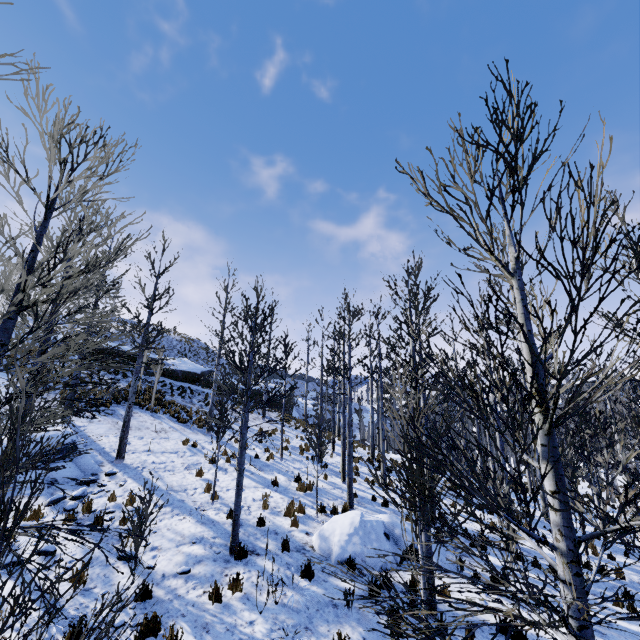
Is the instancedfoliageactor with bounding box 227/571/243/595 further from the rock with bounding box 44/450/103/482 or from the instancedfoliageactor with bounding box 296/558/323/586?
the instancedfoliageactor with bounding box 296/558/323/586

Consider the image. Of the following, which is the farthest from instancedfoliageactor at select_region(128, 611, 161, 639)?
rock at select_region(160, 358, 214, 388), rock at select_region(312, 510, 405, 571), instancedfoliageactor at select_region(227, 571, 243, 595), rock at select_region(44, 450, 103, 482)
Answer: rock at select_region(160, 358, 214, 388)

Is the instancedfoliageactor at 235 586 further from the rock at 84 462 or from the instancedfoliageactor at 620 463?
the instancedfoliageactor at 620 463

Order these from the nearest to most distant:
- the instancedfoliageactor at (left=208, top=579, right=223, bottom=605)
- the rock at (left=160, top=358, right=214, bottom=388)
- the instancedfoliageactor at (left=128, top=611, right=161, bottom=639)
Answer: the instancedfoliageactor at (left=128, top=611, right=161, bottom=639), the instancedfoliageactor at (left=208, top=579, right=223, bottom=605), the rock at (left=160, top=358, right=214, bottom=388)

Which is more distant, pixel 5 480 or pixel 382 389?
pixel 382 389

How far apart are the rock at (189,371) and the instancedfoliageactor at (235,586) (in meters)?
20.76

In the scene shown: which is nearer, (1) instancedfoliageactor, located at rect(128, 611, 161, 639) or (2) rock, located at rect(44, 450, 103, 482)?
(1) instancedfoliageactor, located at rect(128, 611, 161, 639)

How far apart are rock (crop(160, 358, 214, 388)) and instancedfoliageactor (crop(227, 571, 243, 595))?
20.8 meters
